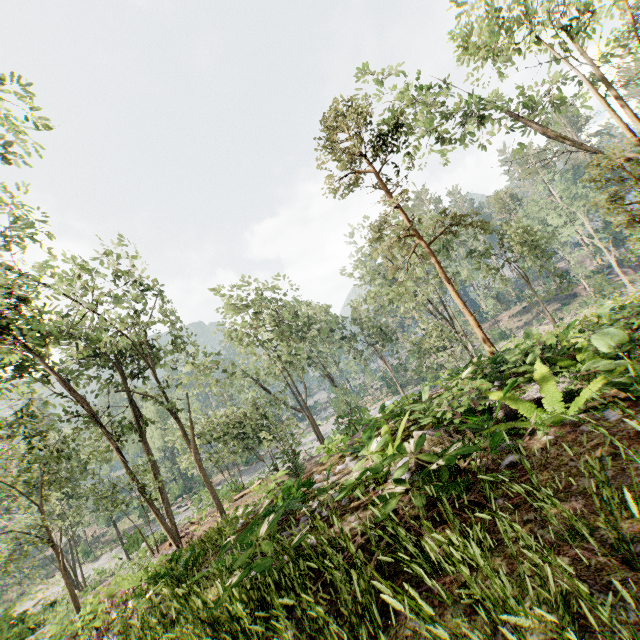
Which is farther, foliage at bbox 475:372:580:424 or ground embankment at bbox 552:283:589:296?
ground embankment at bbox 552:283:589:296

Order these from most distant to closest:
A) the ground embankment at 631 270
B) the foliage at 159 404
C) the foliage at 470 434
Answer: the ground embankment at 631 270 → the foliage at 159 404 → the foliage at 470 434

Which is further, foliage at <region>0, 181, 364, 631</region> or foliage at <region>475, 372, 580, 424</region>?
foliage at <region>0, 181, 364, 631</region>

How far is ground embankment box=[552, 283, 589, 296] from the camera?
52.38m

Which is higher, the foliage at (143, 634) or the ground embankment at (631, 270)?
the foliage at (143, 634)

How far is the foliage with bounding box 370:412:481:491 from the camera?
3.14m

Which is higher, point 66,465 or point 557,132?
point 557,132
